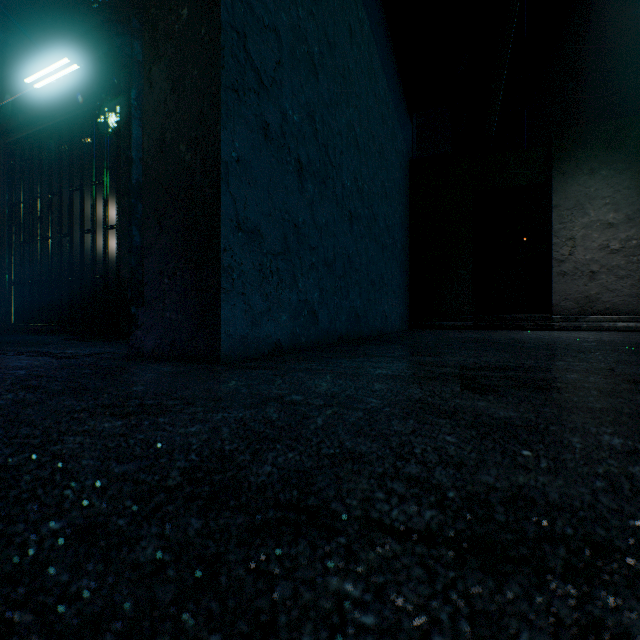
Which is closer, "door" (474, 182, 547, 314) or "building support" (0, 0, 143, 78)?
"building support" (0, 0, 143, 78)

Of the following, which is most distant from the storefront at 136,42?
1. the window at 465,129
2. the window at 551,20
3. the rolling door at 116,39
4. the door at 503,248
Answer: the window at 551,20

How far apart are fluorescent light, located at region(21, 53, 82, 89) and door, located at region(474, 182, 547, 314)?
5.5 meters

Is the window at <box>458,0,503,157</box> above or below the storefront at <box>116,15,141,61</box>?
above

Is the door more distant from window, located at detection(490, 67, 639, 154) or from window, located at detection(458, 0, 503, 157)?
window, located at detection(490, 67, 639, 154)

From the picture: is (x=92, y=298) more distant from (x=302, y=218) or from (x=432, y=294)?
(x=432, y=294)

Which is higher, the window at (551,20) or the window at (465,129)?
the window at (551,20)

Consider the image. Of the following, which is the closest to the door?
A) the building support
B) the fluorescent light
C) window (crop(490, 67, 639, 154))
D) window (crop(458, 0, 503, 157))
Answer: window (crop(458, 0, 503, 157))
